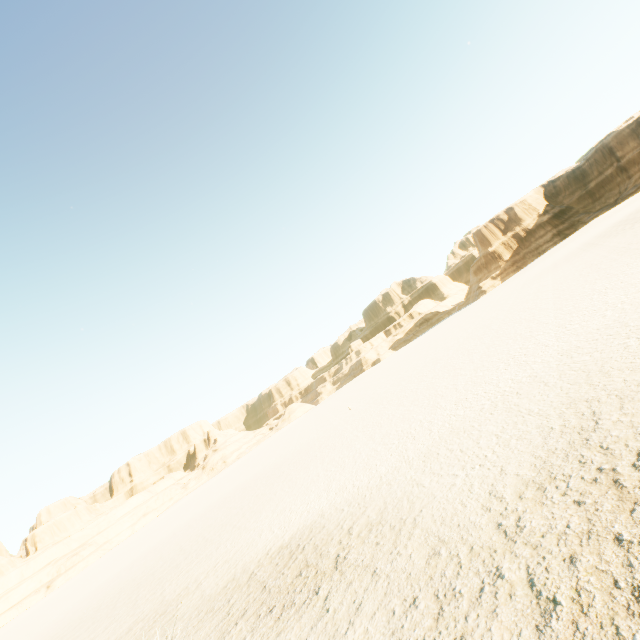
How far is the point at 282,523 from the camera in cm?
1142
